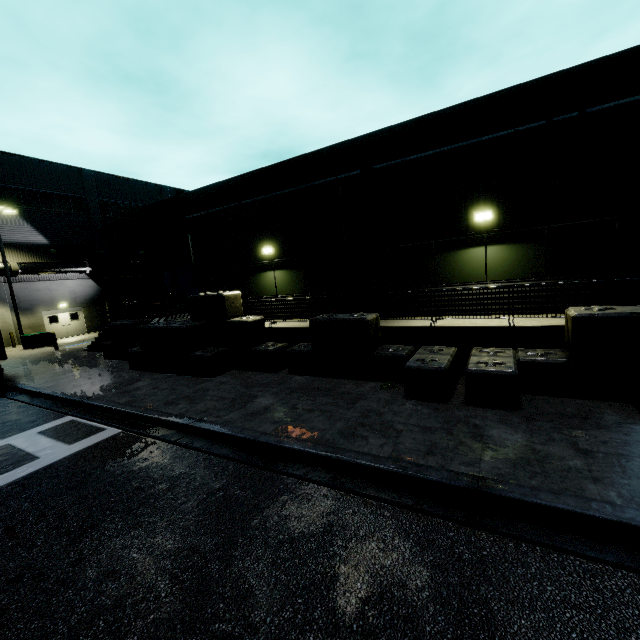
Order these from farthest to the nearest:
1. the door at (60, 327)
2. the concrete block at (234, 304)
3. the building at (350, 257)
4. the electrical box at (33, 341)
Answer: the door at (60, 327) → the electrical box at (33, 341) → the building at (350, 257) → the concrete block at (234, 304)

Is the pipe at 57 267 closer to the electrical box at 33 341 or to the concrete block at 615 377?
the electrical box at 33 341

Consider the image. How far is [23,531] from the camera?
4.86m

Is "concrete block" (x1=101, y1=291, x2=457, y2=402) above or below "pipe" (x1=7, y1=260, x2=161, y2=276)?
below

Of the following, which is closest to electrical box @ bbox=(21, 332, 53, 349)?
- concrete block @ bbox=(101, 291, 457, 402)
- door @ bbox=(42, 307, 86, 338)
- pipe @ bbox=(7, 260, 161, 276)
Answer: door @ bbox=(42, 307, 86, 338)

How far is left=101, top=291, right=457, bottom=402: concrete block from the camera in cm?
774

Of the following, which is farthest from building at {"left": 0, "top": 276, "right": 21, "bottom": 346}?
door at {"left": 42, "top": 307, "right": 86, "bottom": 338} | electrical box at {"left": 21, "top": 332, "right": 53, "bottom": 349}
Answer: electrical box at {"left": 21, "top": 332, "right": 53, "bottom": 349}

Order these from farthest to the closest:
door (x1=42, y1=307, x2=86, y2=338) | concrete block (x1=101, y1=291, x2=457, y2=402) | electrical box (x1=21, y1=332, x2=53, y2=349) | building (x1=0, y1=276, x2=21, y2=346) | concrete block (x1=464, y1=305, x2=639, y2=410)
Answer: door (x1=42, y1=307, x2=86, y2=338) → building (x1=0, y1=276, x2=21, y2=346) → electrical box (x1=21, y1=332, x2=53, y2=349) → concrete block (x1=101, y1=291, x2=457, y2=402) → concrete block (x1=464, y1=305, x2=639, y2=410)
